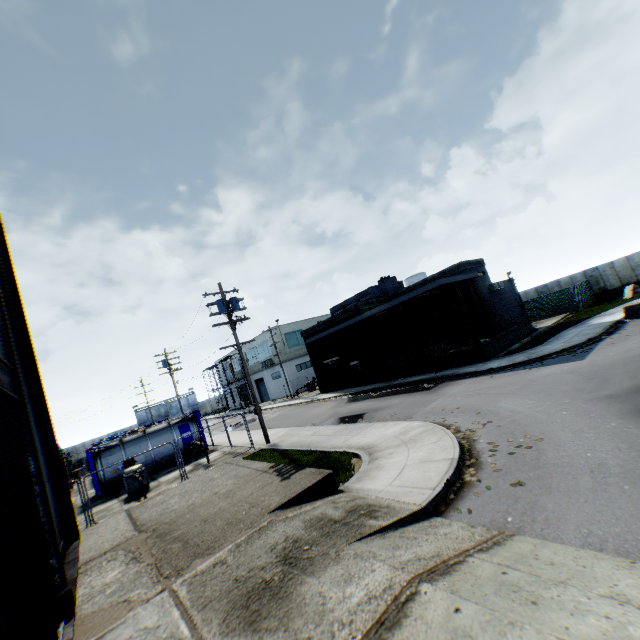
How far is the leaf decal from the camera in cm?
688

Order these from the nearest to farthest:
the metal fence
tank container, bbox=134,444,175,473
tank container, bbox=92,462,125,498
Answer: tank container, bbox=92,462,125,498 → tank container, bbox=134,444,175,473 → the metal fence

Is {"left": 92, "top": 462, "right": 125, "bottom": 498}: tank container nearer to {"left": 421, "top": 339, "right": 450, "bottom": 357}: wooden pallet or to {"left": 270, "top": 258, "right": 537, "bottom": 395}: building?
{"left": 270, "top": 258, "right": 537, "bottom": 395}: building

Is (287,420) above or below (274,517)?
below

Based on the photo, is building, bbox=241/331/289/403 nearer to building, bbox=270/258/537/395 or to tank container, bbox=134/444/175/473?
building, bbox=270/258/537/395

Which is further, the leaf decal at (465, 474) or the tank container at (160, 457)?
the tank container at (160, 457)

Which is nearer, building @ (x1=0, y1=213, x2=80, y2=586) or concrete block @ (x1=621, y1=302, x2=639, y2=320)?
building @ (x1=0, y1=213, x2=80, y2=586)

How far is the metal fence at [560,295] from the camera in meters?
31.4
